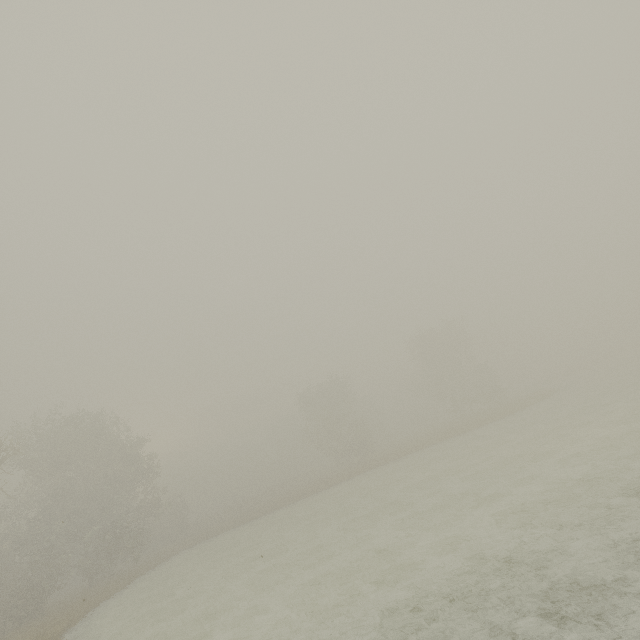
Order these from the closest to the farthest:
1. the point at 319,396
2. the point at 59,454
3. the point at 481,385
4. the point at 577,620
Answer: the point at 577,620
the point at 59,454
the point at 481,385
the point at 319,396
